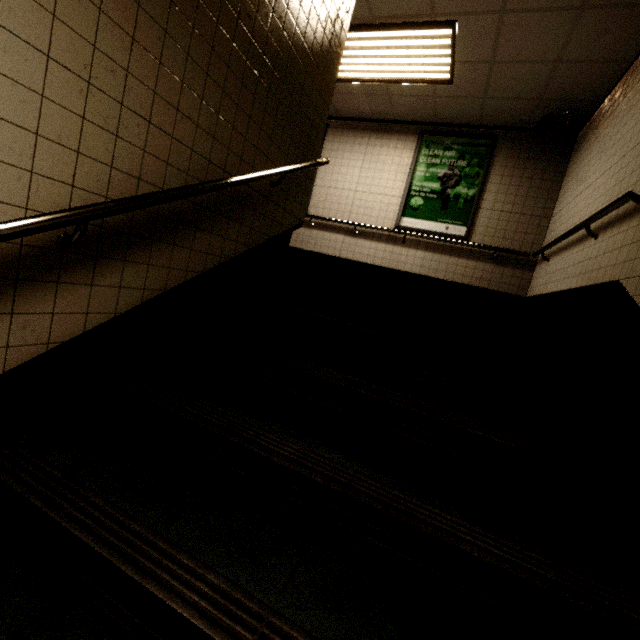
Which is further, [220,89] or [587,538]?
[220,89]

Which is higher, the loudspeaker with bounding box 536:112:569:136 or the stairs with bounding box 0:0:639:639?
the loudspeaker with bounding box 536:112:569:136

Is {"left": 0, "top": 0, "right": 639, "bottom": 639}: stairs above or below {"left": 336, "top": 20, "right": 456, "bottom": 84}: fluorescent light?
below

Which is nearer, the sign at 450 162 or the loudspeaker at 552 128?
the loudspeaker at 552 128

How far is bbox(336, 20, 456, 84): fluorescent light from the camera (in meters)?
3.83

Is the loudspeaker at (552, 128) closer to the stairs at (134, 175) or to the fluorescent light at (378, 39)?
the fluorescent light at (378, 39)

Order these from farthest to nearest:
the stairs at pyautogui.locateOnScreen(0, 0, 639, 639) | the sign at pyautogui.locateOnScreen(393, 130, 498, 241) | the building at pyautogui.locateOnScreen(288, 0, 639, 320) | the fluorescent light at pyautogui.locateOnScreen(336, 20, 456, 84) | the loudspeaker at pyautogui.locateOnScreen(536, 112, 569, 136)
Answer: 1. the sign at pyautogui.locateOnScreen(393, 130, 498, 241)
2. the loudspeaker at pyautogui.locateOnScreen(536, 112, 569, 136)
3. the fluorescent light at pyautogui.locateOnScreen(336, 20, 456, 84)
4. the building at pyautogui.locateOnScreen(288, 0, 639, 320)
5. the stairs at pyautogui.locateOnScreen(0, 0, 639, 639)

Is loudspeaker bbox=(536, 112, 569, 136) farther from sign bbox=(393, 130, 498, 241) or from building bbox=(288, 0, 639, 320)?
sign bbox=(393, 130, 498, 241)
